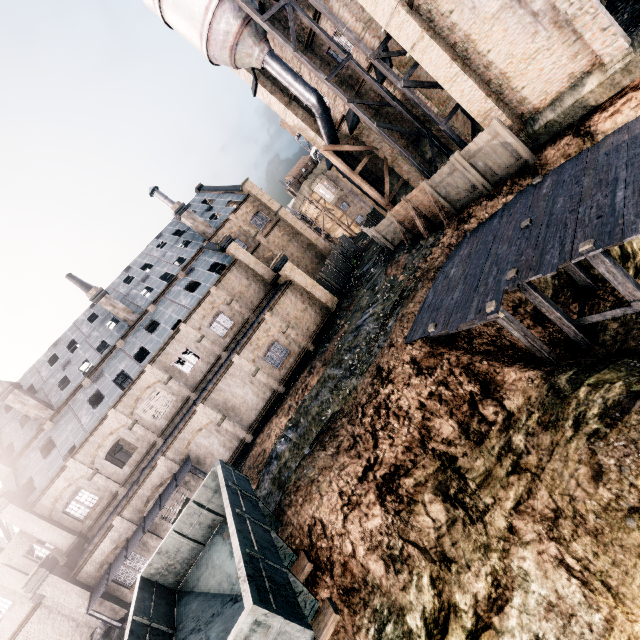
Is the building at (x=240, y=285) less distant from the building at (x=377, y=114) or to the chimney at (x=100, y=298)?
the chimney at (x=100, y=298)

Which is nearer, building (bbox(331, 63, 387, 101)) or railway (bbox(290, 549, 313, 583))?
railway (bbox(290, 549, 313, 583))

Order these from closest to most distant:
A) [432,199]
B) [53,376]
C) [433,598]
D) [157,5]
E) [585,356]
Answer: [433,598]
[585,356]
[432,199]
[157,5]
[53,376]

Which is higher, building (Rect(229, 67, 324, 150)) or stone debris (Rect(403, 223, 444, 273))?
building (Rect(229, 67, 324, 150))

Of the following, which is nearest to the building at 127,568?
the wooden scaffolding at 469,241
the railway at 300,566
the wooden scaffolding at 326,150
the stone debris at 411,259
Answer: the wooden scaffolding at 326,150

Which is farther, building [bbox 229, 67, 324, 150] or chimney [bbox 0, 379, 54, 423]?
chimney [bbox 0, 379, 54, 423]

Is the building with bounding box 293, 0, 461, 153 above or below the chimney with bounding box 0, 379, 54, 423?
below

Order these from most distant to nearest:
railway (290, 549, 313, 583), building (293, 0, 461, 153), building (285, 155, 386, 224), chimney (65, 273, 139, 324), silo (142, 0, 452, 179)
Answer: building (285, 155, 386, 224)
chimney (65, 273, 139, 324)
building (293, 0, 461, 153)
silo (142, 0, 452, 179)
railway (290, 549, 313, 583)
